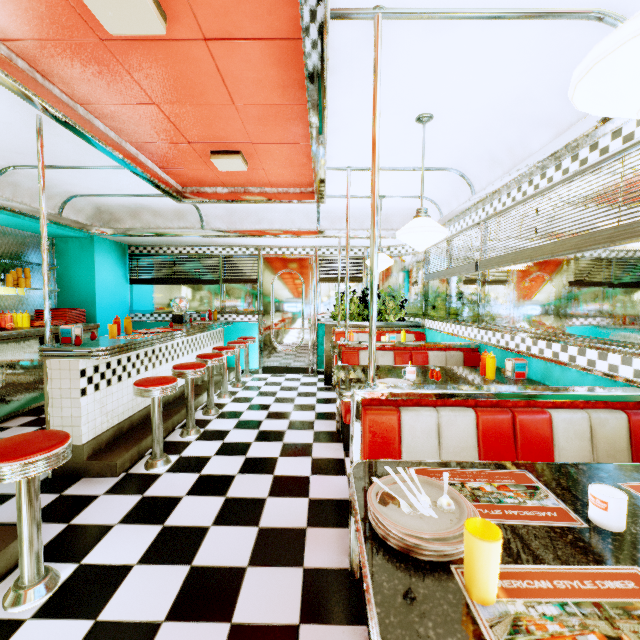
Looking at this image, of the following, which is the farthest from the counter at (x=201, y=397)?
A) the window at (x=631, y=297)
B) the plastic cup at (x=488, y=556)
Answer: the window at (x=631, y=297)

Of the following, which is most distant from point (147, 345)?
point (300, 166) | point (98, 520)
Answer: point (300, 166)

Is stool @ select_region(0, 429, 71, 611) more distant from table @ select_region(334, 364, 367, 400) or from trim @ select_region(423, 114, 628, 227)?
trim @ select_region(423, 114, 628, 227)

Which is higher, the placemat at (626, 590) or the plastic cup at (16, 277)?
the plastic cup at (16, 277)

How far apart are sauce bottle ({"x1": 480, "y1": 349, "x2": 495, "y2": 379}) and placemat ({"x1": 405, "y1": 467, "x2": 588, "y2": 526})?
1.63m

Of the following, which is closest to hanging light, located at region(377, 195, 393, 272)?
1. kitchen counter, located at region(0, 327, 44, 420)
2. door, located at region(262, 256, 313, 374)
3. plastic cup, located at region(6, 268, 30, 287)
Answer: door, located at region(262, 256, 313, 374)

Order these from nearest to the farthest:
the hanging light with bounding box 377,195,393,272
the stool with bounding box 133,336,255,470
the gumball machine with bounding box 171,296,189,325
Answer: the stool with bounding box 133,336,255,470, the hanging light with bounding box 377,195,393,272, the gumball machine with bounding box 171,296,189,325

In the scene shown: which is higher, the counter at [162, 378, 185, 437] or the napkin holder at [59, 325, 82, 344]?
the napkin holder at [59, 325, 82, 344]
